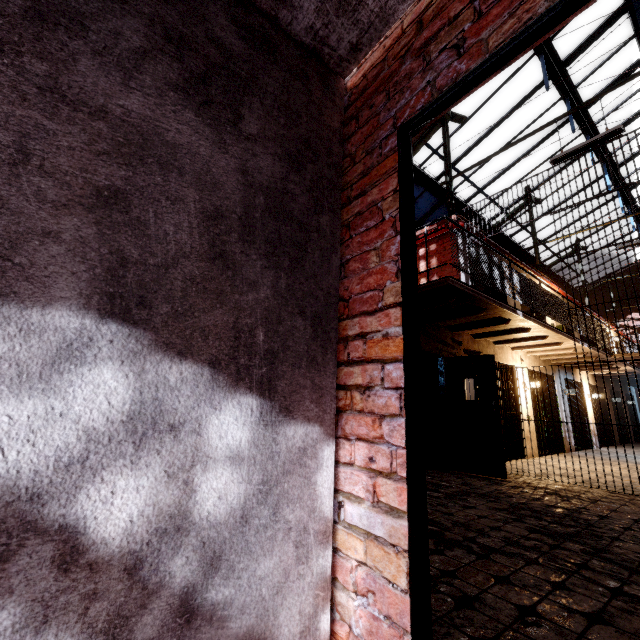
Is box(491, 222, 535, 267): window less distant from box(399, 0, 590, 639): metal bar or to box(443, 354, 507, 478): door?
box(443, 354, 507, 478): door

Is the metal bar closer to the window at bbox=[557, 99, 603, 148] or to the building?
the building

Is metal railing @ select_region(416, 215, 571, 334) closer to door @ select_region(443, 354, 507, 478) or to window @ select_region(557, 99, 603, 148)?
door @ select_region(443, 354, 507, 478)

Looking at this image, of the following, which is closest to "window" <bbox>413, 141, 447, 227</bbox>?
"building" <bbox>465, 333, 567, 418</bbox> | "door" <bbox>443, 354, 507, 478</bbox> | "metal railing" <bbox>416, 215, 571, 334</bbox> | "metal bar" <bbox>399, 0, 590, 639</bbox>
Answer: "metal railing" <bbox>416, 215, 571, 334</bbox>

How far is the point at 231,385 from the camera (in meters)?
1.17

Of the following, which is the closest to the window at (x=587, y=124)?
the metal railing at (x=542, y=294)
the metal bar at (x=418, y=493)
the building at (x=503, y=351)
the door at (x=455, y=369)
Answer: the metal railing at (x=542, y=294)

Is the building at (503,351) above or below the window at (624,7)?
below
